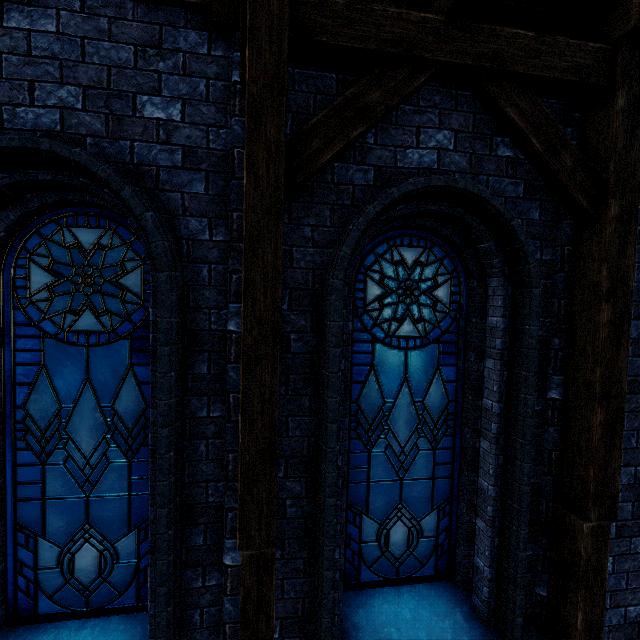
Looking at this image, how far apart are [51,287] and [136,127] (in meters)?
1.55

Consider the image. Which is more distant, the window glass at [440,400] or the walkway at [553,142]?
the window glass at [440,400]

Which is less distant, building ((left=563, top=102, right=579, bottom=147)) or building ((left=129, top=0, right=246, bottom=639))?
building ((left=129, top=0, right=246, bottom=639))

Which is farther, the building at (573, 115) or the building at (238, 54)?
the building at (573, 115)

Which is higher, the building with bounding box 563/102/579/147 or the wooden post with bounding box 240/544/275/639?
the building with bounding box 563/102/579/147

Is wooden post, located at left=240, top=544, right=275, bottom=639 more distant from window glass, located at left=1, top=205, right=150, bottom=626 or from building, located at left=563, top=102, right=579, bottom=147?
window glass, located at left=1, top=205, right=150, bottom=626

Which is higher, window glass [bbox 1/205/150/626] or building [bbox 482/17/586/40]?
building [bbox 482/17/586/40]

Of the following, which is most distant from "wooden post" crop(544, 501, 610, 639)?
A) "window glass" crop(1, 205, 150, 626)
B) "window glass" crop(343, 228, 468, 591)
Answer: "window glass" crop(1, 205, 150, 626)
